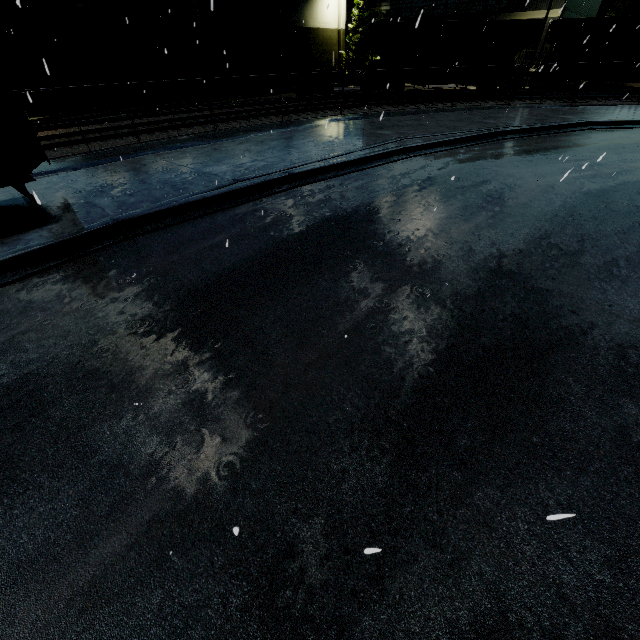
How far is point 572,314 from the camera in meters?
4.6

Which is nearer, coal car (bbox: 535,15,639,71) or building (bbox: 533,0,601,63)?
coal car (bbox: 535,15,639,71)

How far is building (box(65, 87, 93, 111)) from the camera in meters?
21.0

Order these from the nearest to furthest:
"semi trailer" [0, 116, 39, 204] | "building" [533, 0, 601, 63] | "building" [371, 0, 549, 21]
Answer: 1. "semi trailer" [0, 116, 39, 204]
2. "building" [533, 0, 601, 63]
3. "building" [371, 0, 549, 21]

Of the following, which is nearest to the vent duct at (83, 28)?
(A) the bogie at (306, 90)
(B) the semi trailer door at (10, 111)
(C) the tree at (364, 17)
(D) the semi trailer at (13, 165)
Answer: (C) the tree at (364, 17)

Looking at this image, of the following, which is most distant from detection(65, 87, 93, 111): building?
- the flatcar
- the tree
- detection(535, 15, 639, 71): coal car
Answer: the flatcar

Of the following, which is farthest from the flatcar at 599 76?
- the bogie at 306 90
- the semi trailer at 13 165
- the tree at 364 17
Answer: the semi trailer at 13 165

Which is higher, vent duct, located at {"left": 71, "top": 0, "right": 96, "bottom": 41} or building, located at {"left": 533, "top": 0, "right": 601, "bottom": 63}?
building, located at {"left": 533, "top": 0, "right": 601, "bottom": 63}
